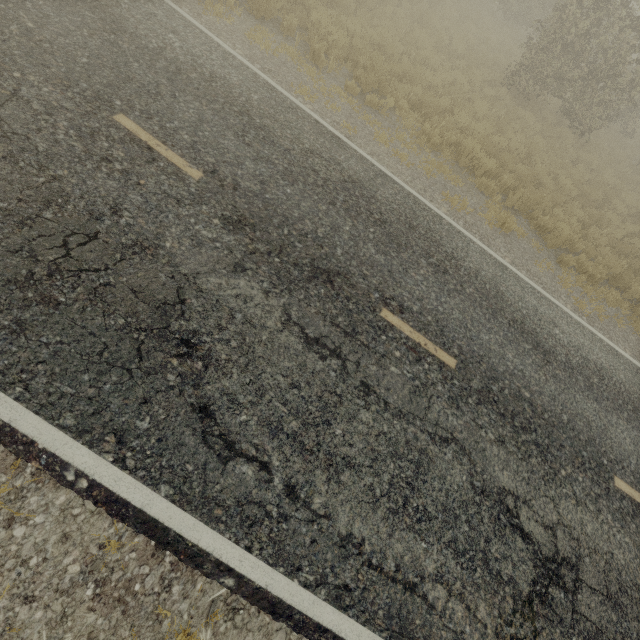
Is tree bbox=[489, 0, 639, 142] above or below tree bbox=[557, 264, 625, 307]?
above

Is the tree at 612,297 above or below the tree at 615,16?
below

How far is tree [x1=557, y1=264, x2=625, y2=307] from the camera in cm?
842

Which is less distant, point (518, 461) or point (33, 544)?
point (33, 544)

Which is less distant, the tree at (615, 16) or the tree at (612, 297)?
the tree at (612, 297)

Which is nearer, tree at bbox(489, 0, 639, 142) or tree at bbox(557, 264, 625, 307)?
tree at bbox(557, 264, 625, 307)
